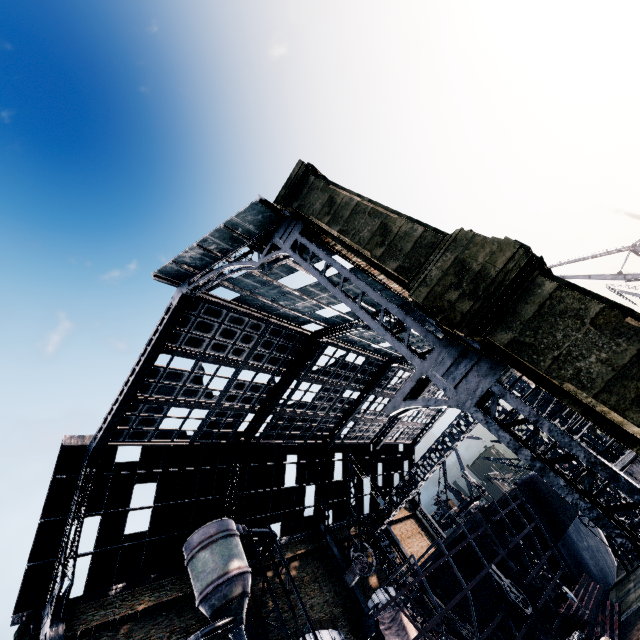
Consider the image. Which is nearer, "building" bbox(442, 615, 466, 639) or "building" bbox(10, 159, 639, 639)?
"building" bbox(10, 159, 639, 639)

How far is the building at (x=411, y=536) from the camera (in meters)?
42.14

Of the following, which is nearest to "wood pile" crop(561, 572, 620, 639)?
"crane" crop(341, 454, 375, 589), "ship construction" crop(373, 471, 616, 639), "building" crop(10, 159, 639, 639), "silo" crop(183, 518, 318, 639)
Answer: "ship construction" crop(373, 471, 616, 639)

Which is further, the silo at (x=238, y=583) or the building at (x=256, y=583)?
the building at (x=256, y=583)

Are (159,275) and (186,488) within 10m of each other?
no

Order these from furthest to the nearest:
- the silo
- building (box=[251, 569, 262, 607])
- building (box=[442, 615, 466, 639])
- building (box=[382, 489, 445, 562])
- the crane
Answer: building (box=[382, 489, 445, 562]) → building (box=[442, 615, 466, 639]) → the crane → building (box=[251, 569, 262, 607]) → the silo

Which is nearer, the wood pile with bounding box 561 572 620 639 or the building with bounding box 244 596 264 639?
the wood pile with bounding box 561 572 620 639
